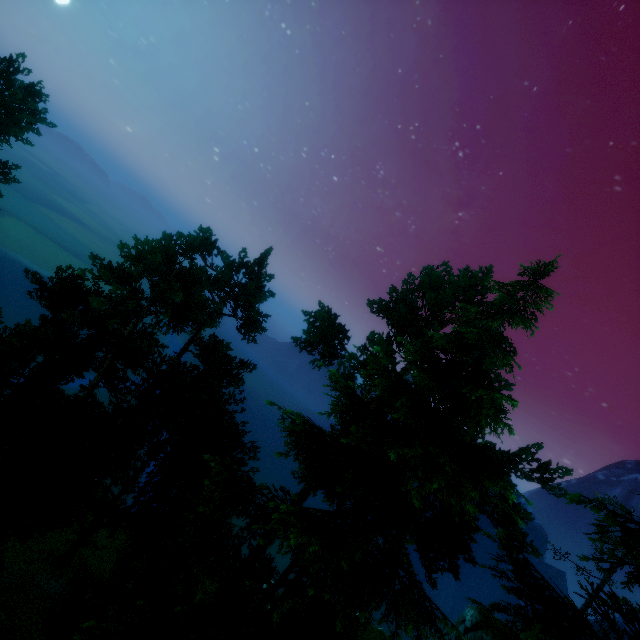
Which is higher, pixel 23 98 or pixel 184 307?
pixel 23 98

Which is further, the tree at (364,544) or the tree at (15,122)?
the tree at (15,122)

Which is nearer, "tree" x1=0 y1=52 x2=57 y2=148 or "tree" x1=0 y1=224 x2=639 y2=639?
"tree" x1=0 y1=224 x2=639 y2=639
